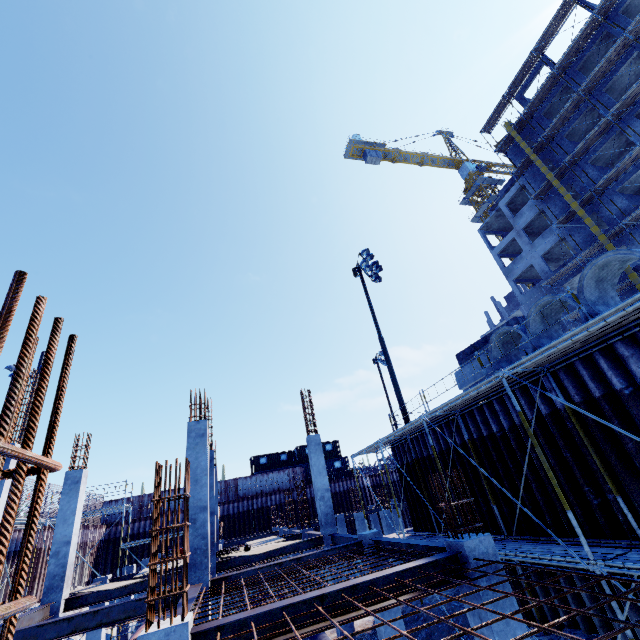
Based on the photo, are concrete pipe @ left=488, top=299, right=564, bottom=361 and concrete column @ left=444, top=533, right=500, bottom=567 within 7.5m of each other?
yes

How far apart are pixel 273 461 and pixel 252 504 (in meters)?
9.55

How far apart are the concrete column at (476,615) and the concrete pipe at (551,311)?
5.4m

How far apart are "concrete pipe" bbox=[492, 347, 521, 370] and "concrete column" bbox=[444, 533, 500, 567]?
5.4 meters

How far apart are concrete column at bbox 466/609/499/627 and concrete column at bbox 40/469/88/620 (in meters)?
13.26

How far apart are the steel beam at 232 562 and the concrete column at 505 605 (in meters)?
9.54

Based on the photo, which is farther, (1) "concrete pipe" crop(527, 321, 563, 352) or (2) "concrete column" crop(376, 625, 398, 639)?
(1) "concrete pipe" crop(527, 321, 563, 352)

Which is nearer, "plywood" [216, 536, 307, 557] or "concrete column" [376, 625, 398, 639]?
"concrete column" [376, 625, 398, 639]
